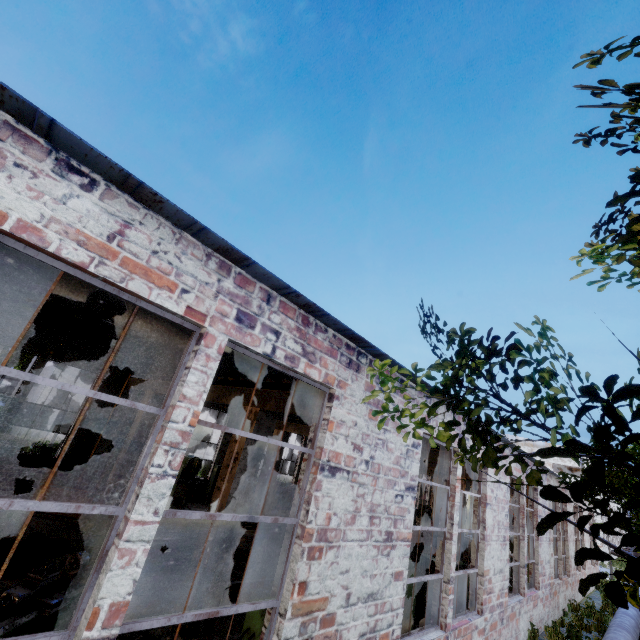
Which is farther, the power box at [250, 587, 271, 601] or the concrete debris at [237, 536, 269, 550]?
the concrete debris at [237, 536, 269, 550]

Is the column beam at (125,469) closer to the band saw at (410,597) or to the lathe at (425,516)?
the band saw at (410,597)

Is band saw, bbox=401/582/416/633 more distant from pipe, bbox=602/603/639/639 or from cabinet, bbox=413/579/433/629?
pipe, bbox=602/603/639/639

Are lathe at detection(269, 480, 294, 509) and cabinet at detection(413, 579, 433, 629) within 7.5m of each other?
no

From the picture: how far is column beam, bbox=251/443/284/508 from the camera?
13.76m

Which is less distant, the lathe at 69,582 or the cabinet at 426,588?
the lathe at 69,582

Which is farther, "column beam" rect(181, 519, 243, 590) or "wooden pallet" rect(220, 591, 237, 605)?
"wooden pallet" rect(220, 591, 237, 605)

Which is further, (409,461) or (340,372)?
(409,461)
